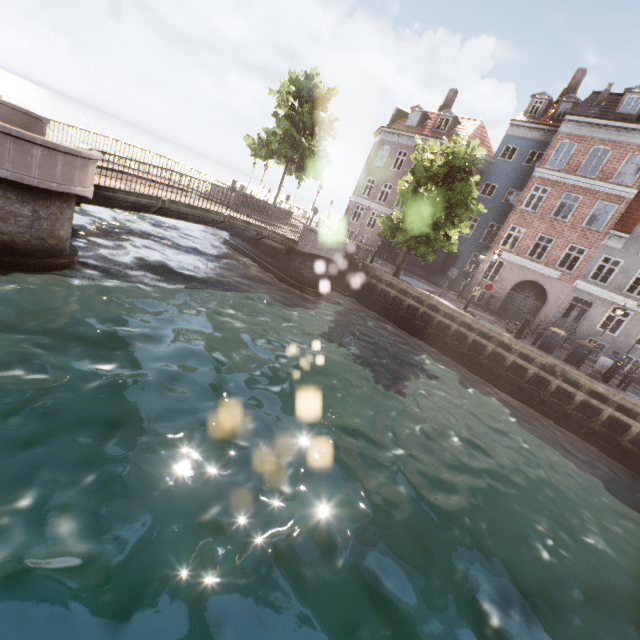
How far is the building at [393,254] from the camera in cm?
2959

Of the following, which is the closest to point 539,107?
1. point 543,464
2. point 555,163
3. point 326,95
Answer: point 555,163

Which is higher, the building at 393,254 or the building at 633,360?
the building at 633,360

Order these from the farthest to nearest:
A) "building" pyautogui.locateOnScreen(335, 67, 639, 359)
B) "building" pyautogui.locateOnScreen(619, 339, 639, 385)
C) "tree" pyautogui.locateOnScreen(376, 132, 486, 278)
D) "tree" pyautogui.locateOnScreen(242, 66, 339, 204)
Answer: "tree" pyautogui.locateOnScreen(242, 66, 339, 204)
"building" pyautogui.locateOnScreen(335, 67, 639, 359)
"building" pyautogui.locateOnScreen(619, 339, 639, 385)
"tree" pyautogui.locateOnScreen(376, 132, 486, 278)

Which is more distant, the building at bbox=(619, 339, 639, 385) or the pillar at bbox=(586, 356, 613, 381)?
the building at bbox=(619, 339, 639, 385)

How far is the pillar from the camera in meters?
14.2 m

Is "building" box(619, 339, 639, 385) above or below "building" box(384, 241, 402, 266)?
above

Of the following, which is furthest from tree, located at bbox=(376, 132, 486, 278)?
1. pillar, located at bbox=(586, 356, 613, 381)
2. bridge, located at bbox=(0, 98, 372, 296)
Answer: pillar, located at bbox=(586, 356, 613, 381)
